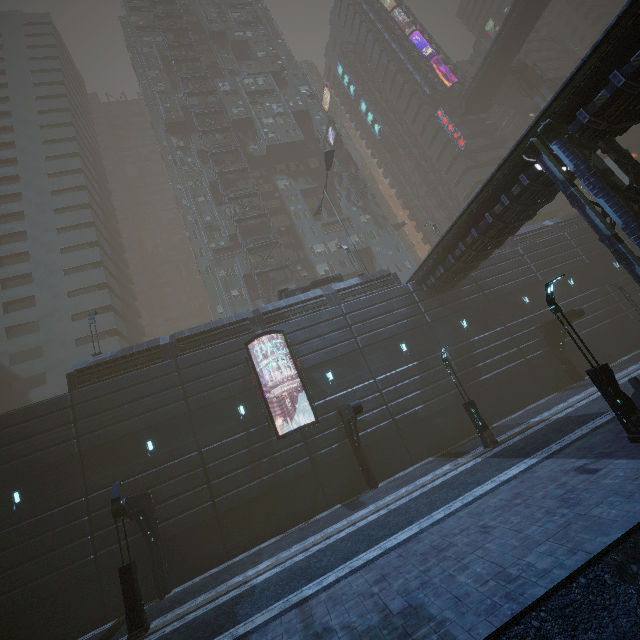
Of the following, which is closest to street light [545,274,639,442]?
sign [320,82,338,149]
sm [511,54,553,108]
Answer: sign [320,82,338,149]

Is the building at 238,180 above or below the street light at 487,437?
above

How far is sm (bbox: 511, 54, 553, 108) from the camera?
45.91m

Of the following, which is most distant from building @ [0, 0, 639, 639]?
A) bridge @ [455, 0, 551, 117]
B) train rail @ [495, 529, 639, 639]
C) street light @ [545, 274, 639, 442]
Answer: street light @ [545, 274, 639, 442]

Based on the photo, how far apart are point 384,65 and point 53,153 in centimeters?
5629cm

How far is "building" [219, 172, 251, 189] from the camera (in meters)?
43.34

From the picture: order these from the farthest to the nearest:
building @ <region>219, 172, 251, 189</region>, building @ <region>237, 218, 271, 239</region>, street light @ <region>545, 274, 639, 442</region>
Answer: building @ <region>219, 172, 251, 189</region>
building @ <region>237, 218, 271, 239</region>
street light @ <region>545, 274, 639, 442</region>

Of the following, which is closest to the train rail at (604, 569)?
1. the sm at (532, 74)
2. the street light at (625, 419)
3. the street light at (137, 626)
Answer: the street light at (625, 419)
